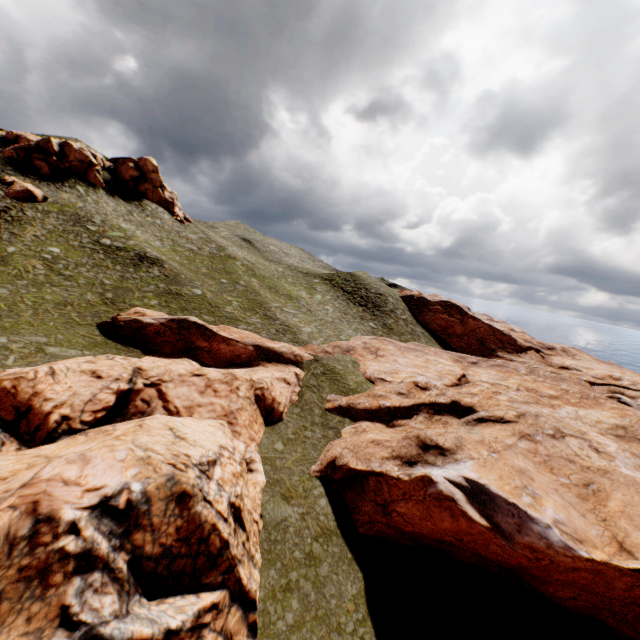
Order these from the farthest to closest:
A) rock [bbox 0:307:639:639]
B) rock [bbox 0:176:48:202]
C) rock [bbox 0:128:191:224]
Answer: rock [bbox 0:128:191:224] < rock [bbox 0:176:48:202] < rock [bbox 0:307:639:639]

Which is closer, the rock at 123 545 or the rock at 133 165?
the rock at 123 545

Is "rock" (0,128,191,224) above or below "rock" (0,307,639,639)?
above

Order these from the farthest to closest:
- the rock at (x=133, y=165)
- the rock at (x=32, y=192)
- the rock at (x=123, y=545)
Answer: the rock at (x=133, y=165) < the rock at (x=32, y=192) < the rock at (x=123, y=545)

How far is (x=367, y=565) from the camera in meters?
17.4 m

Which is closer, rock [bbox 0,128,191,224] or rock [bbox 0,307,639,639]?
rock [bbox 0,307,639,639]

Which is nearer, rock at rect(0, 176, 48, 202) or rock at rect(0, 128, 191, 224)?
rock at rect(0, 176, 48, 202)
